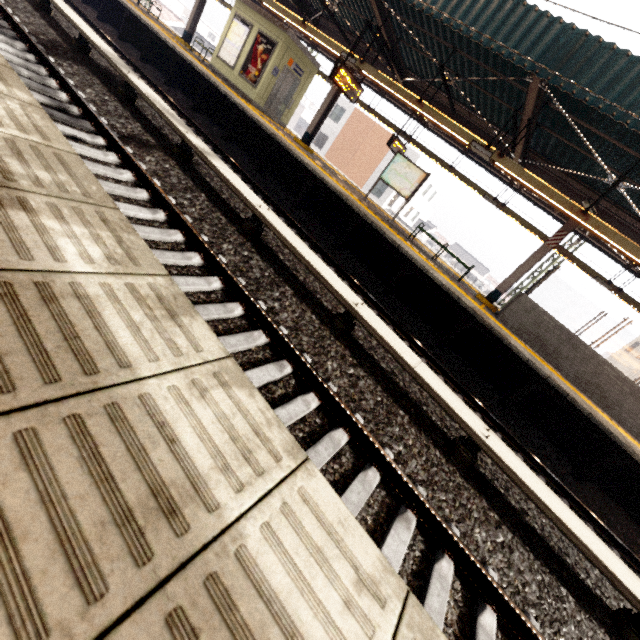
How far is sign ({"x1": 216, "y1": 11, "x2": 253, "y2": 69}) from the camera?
13.18m

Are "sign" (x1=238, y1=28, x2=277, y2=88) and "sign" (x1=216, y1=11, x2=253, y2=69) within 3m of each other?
yes

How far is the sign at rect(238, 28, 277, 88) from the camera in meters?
12.7 m

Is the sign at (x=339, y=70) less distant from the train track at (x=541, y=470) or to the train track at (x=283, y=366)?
the train track at (x=541, y=470)

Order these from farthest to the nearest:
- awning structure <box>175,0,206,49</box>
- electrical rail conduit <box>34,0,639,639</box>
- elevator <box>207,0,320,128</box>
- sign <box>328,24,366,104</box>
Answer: awning structure <box>175,0,206,49</box>, elevator <box>207,0,320,128</box>, sign <box>328,24,366,104</box>, electrical rail conduit <box>34,0,639,639</box>

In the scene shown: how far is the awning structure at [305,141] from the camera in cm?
1277

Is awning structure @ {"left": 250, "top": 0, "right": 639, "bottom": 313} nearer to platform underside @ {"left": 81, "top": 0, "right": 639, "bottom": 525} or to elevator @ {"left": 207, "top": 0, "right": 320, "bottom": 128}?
elevator @ {"left": 207, "top": 0, "right": 320, "bottom": 128}

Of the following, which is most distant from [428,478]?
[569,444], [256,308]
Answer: [569,444]
